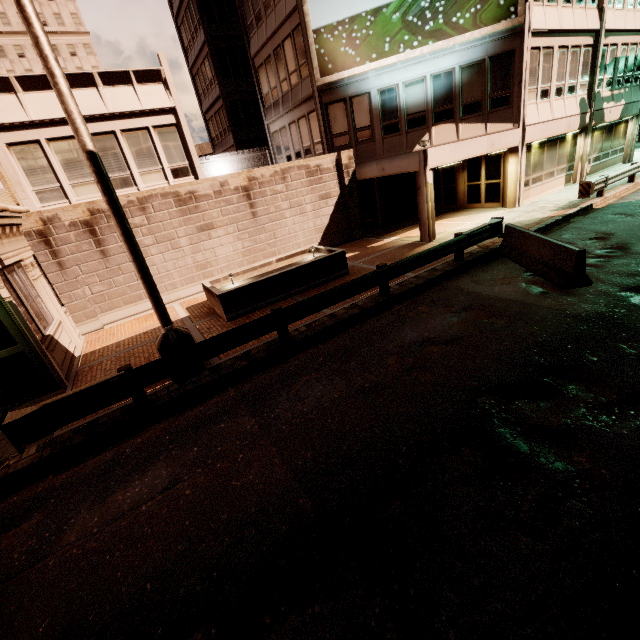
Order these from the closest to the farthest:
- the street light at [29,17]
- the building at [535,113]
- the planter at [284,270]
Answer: the street light at [29,17] → the planter at [284,270] → the building at [535,113]

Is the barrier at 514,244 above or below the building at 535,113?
below

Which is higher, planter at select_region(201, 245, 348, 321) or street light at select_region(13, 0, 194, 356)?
street light at select_region(13, 0, 194, 356)

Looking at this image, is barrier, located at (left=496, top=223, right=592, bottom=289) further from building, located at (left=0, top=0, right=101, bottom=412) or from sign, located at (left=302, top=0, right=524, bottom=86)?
sign, located at (left=302, top=0, right=524, bottom=86)

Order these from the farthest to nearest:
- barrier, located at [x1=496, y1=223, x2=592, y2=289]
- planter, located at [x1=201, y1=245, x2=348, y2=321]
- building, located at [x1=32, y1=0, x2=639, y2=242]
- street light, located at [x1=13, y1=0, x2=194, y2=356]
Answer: building, located at [x1=32, y1=0, x2=639, y2=242] < planter, located at [x1=201, y1=245, x2=348, y2=321] < barrier, located at [x1=496, y1=223, x2=592, y2=289] < street light, located at [x1=13, y1=0, x2=194, y2=356]

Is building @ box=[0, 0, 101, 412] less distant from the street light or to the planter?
the street light

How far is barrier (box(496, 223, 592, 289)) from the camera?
→ 8.0 meters

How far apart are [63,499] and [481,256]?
12.9m
